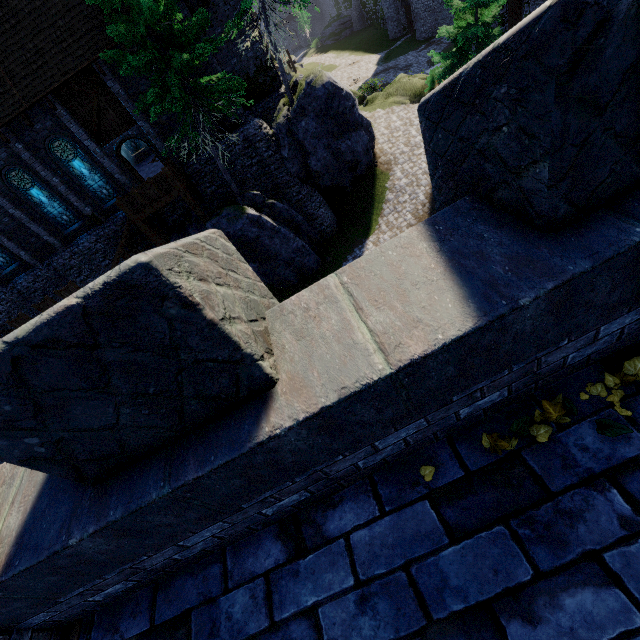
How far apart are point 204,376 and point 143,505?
0.8m

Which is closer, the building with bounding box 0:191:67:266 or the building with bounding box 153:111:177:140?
the building with bounding box 153:111:177:140

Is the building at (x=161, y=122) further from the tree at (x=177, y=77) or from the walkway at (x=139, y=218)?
the tree at (x=177, y=77)

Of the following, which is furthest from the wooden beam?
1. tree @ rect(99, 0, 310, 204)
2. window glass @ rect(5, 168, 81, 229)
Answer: window glass @ rect(5, 168, 81, 229)

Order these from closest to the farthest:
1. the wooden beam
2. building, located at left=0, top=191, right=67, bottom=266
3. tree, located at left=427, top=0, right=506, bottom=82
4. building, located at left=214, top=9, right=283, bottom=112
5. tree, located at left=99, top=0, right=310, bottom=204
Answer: the wooden beam
tree, located at left=99, top=0, right=310, bottom=204
tree, located at left=427, top=0, right=506, bottom=82
building, located at left=0, top=191, right=67, bottom=266
building, located at left=214, top=9, right=283, bottom=112

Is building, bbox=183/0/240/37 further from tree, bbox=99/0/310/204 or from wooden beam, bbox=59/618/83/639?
wooden beam, bbox=59/618/83/639

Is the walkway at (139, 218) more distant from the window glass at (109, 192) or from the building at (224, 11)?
the window glass at (109, 192)

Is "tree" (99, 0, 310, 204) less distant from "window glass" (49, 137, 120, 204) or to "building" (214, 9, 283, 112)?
"building" (214, 9, 283, 112)
